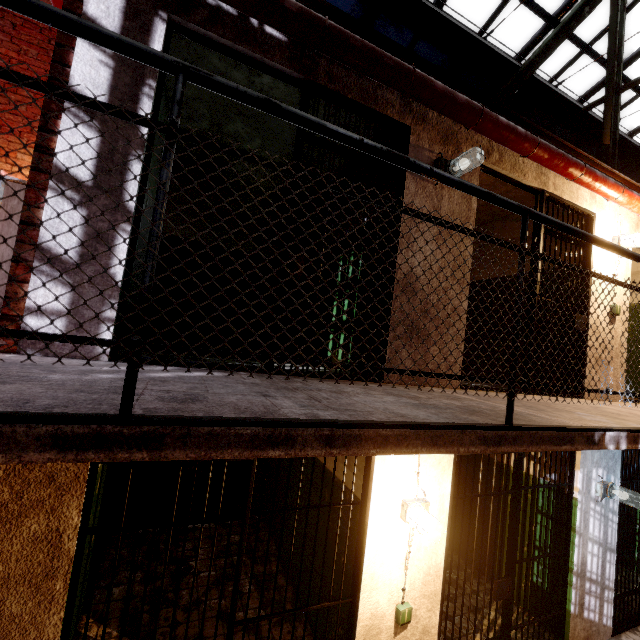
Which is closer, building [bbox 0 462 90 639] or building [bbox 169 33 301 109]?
building [bbox 0 462 90 639]

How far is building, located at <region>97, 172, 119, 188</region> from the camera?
2.0m

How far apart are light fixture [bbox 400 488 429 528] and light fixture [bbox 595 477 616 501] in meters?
2.8 m

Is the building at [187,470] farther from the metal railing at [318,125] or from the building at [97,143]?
the metal railing at [318,125]

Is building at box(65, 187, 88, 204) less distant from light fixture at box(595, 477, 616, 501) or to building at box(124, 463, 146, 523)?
building at box(124, 463, 146, 523)

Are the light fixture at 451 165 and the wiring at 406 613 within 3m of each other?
no

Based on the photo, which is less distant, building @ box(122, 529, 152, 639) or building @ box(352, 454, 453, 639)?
building @ box(352, 454, 453, 639)

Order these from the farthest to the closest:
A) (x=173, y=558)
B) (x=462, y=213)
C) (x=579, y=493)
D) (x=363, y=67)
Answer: (x=173, y=558)
(x=579, y=493)
(x=462, y=213)
(x=363, y=67)
